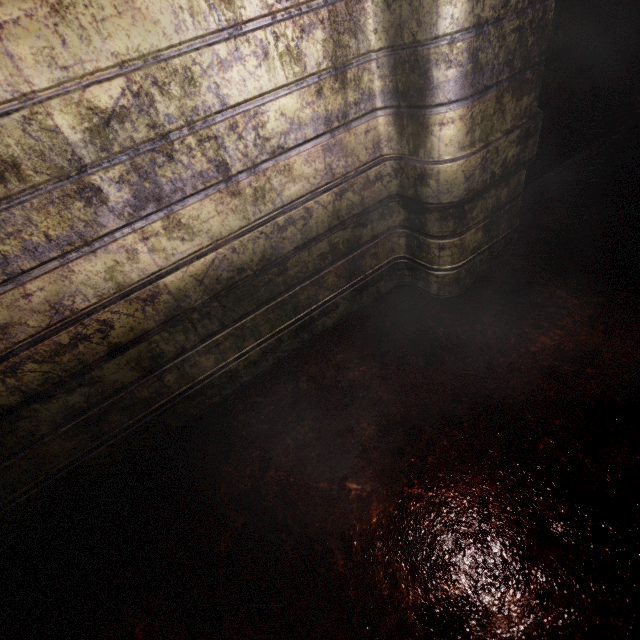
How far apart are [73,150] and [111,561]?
1.4 meters
